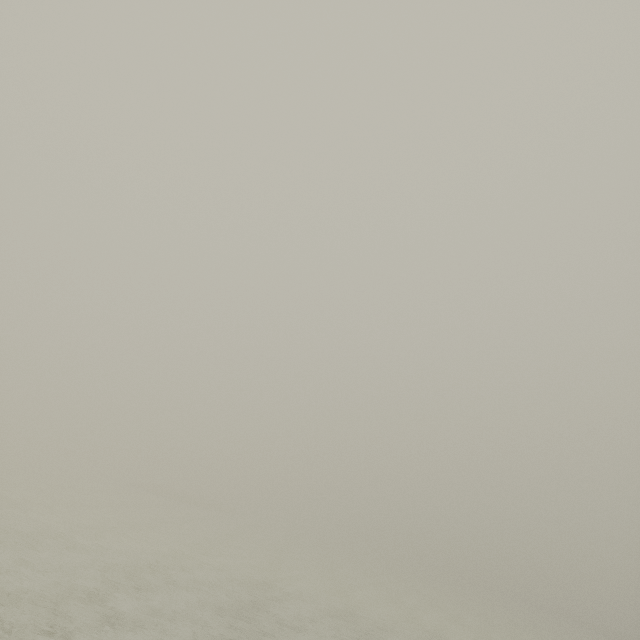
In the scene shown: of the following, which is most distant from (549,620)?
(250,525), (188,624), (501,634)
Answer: (188,624)
